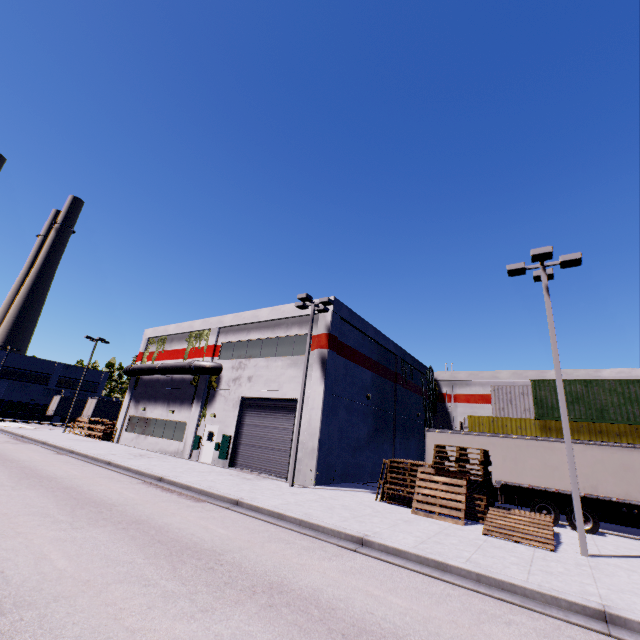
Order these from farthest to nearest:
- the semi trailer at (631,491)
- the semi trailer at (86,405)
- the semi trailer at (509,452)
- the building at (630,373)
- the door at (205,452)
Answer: the semi trailer at (86,405)
the building at (630,373)
the door at (205,452)
the semi trailer at (509,452)
the semi trailer at (631,491)

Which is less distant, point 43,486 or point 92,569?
point 92,569

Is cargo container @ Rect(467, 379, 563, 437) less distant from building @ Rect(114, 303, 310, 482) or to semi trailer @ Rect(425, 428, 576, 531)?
semi trailer @ Rect(425, 428, 576, 531)

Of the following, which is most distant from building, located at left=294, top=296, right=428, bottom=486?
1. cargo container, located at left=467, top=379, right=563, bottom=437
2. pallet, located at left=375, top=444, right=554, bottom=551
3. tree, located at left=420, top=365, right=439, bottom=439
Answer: pallet, located at left=375, top=444, right=554, bottom=551

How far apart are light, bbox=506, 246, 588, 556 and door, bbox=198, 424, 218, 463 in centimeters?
1958cm

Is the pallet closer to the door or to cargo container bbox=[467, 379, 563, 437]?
cargo container bbox=[467, 379, 563, 437]

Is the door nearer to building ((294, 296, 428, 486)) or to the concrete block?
building ((294, 296, 428, 486))

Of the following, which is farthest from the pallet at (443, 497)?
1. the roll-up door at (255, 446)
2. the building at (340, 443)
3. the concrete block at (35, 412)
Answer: the concrete block at (35, 412)
